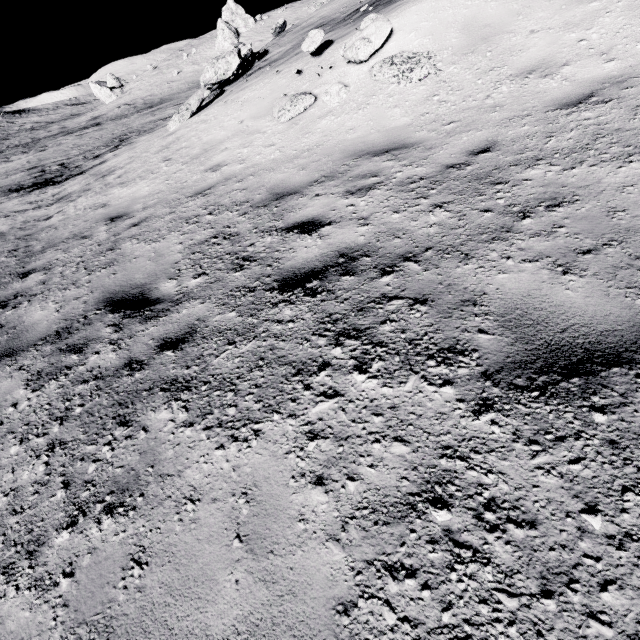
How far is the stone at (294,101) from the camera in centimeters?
644cm

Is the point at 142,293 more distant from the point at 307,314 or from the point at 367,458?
the point at 367,458

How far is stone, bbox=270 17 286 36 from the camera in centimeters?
1329cm

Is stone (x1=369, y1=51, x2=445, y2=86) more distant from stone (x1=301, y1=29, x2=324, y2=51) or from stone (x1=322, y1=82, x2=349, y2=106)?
stone (x1=301, y1=29, x2=324, y2=51)

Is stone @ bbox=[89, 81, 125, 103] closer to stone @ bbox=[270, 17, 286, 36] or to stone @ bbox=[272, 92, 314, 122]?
stone @ bbox=[270, 17, 286, 36]

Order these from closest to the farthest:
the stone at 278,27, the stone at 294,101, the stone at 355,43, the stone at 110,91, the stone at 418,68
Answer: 1. the stone at 418,68
2. the stone at 355,43
3. the stone at 294,101
4. the stone at 278,27
5. the stone at 110,91

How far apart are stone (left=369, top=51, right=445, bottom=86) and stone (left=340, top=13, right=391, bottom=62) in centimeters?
27cm

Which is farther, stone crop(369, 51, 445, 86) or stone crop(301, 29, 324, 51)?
stone crop(301, 29, 324, 51)
